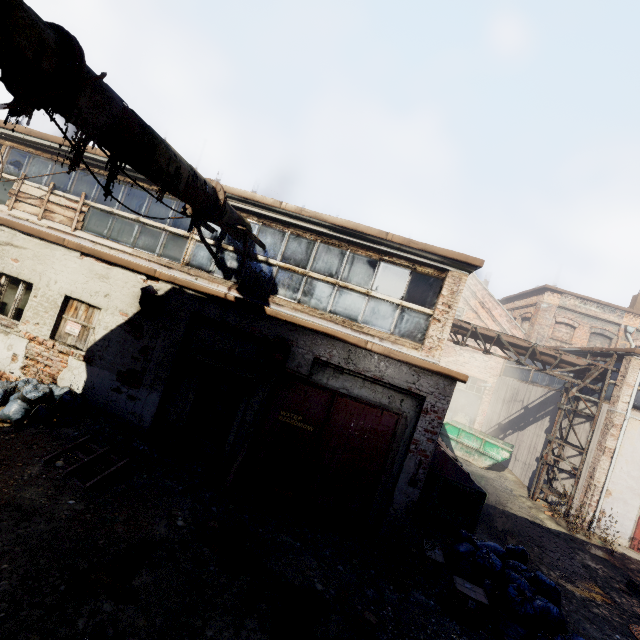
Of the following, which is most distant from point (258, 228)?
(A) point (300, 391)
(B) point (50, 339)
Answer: (B) point (50, 339)

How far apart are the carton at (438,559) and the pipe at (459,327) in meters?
8.6 m

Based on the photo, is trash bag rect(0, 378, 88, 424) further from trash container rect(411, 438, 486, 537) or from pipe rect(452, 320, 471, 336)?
pipe rect(452, 320, 471, 336)

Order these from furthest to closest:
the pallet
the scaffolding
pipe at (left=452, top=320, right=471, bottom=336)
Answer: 1. pipe at (left=452, top=320, right=471, bottom=336)
2. the scaffolding
3. the pallet

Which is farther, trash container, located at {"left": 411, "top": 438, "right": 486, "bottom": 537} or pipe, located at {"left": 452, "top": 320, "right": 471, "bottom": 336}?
pipe, located at {"left": 452, "top": 320, "right": 471, "bottom": 336}

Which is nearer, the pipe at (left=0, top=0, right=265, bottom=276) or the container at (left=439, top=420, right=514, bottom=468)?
the pipe at (left=0, top=0, right=265, bottom=276)

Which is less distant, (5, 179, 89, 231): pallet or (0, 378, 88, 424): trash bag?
(0, 378, 88, 424): trash bag

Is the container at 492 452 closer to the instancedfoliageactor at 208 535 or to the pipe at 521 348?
the pipe at 521 348
